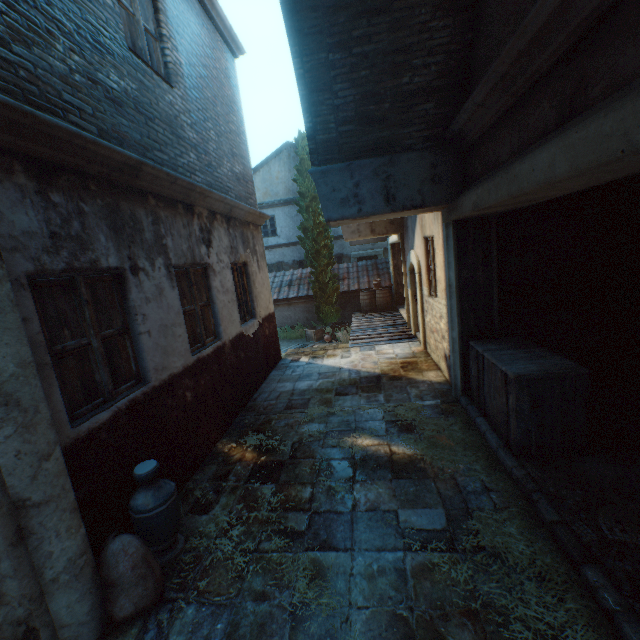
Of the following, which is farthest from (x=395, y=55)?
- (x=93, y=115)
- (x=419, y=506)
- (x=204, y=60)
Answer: (x=419, y=506)

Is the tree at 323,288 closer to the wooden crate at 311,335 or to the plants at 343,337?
the wooden crate at 311,335

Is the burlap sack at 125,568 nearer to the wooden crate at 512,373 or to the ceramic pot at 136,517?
the ceramic pot at 136,517

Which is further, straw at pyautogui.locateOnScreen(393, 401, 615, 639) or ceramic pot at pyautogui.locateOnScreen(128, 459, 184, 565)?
ceramic pot at pyautogui.locateOnScreen(128, 459, 184, 565)

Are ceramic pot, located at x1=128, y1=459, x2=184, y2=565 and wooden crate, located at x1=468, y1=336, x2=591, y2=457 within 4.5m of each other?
yes

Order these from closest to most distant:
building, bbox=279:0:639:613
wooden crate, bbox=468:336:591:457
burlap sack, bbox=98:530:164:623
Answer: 1. building, bbox=279:0:639:613
2. burlap sack, bbox=98:530:164:623
3. wooden crate, bbox=468:336:591:457

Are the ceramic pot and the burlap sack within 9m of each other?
yes

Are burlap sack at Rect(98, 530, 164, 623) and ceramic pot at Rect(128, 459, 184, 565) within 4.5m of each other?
yes
